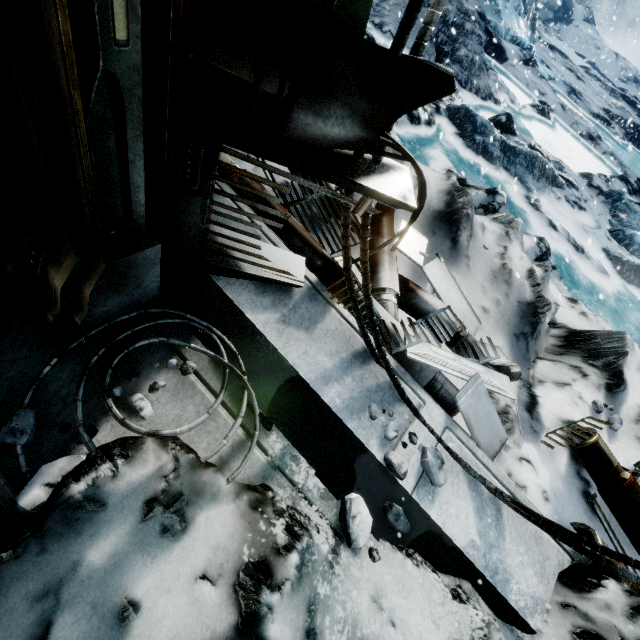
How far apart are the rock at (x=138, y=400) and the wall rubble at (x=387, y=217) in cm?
118

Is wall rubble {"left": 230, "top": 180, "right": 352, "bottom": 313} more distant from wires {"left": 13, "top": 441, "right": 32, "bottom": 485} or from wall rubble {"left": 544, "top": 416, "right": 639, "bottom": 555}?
wires {"left": 13, "top": 441, "right": 32, "bottom": 485}

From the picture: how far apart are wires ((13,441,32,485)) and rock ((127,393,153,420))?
0.4m

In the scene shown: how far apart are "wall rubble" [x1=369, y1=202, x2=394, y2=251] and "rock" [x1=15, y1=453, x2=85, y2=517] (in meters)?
1.45

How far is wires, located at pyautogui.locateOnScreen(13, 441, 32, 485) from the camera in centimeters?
111cm

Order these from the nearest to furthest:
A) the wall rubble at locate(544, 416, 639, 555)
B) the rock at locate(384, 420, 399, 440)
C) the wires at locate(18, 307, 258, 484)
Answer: the wires at locate(18, 307, 258, 484), the rock at locate(384, 420, 399, 440), the wall rubble at locate(544, 416, 639, 555)

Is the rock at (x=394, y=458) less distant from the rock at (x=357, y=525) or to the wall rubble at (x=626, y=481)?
the rock at (x=357, y=525)

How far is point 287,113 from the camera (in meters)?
1.08
